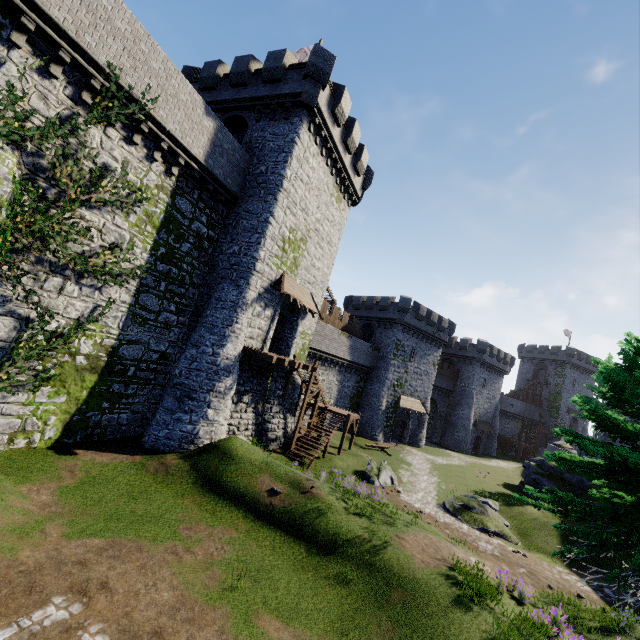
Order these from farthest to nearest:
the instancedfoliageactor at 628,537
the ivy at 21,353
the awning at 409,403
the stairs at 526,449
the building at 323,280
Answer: the stairs at 526,449 < the awning at 409,403 < the building at 323,280 < the ivy at 21,353 < the instancedfoliageactor at 628,537

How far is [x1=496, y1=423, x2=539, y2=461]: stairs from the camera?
52.59m

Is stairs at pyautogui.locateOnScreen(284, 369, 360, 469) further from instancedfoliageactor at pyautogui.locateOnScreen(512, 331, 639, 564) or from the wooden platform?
instancedfoliageactor at pyautogui.locateOnScreen(512, 331, 639, 564)

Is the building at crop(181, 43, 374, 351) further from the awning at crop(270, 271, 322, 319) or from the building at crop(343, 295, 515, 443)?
the building at crop(343, 295, 515, 443)

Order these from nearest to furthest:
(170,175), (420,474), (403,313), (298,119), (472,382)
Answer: (170,175)
(298,119)
(420,474)
(403,313)
(472,382)

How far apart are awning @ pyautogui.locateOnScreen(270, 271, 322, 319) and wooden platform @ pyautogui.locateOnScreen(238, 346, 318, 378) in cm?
309

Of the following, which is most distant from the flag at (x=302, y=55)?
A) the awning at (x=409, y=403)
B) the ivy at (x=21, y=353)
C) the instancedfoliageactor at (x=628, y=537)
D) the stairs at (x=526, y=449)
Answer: the stairs at (x=526, y=449)

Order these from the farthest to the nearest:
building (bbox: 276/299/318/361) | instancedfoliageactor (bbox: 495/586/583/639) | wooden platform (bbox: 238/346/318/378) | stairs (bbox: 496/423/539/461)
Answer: stairs (bbox: 496/423/539/461) → building (bbox: 276/299/318/361) → wooden platform (bbox: 238/346/318/378) → instancedfoliageactor (bbox: 495/586/583/639)
